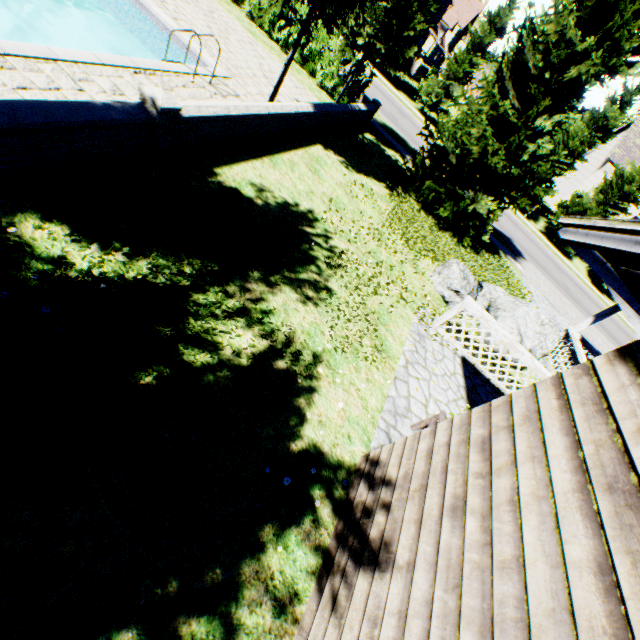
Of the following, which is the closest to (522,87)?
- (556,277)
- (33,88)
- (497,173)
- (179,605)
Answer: (497,173)

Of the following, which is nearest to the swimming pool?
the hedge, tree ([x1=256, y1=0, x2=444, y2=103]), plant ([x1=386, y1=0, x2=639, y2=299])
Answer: tree ([x1=256, y1=0, x2=444, y2=103])

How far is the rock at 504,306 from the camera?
8.42m

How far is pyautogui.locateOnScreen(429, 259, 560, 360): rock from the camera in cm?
842

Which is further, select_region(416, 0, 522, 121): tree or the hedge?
select_region(416, 0, 522, 121): tree

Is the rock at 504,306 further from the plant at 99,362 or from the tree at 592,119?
the tree at 592,119

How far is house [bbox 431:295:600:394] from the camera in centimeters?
738cm

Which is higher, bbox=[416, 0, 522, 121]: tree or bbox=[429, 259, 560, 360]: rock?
bbox=[416, 0, 522, 121]: tree
